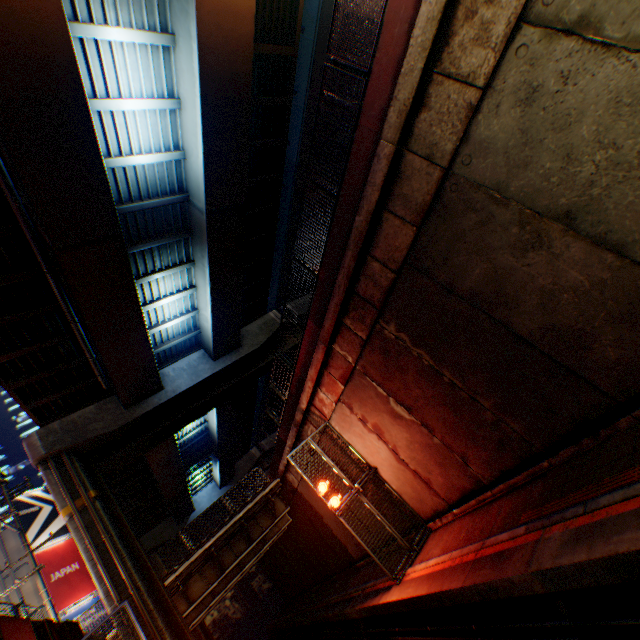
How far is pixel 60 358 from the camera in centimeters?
1479cm

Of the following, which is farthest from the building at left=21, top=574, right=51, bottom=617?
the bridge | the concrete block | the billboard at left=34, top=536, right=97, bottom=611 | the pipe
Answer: the pipe

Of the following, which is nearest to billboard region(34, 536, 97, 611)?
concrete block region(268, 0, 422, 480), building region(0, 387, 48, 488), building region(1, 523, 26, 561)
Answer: building region(1, 523, 26, 561)

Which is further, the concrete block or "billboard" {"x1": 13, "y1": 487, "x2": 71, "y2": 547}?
"billboard" {"x1": 13, "y1": 487, "x2": 71, "y2": 547}

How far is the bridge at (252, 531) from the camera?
16.14m

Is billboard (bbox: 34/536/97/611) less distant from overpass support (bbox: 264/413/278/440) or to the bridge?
overpass support (bbox: 264/413/278/440)

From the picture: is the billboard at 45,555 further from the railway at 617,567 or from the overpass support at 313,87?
the railway at 617,567

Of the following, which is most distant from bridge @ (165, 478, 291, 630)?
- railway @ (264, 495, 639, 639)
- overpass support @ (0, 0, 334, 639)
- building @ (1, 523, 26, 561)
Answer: building @ (1, 523, 26, 561)
